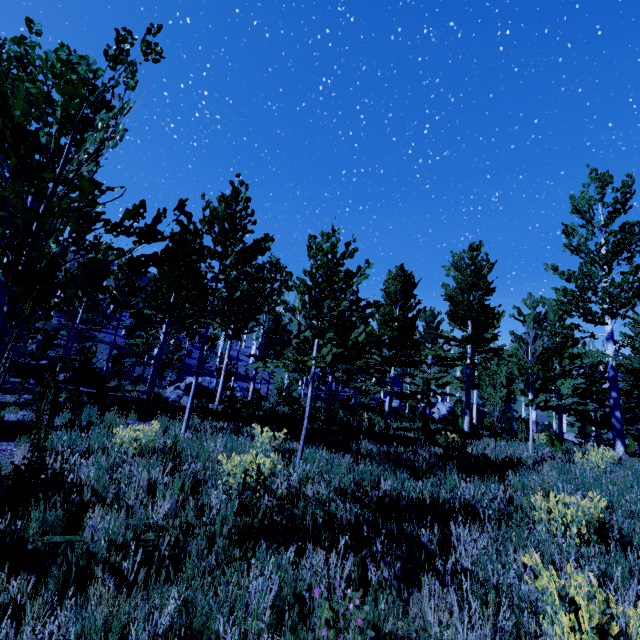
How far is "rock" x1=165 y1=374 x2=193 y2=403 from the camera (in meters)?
13.93

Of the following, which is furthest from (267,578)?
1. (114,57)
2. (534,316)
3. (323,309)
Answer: (534,316)

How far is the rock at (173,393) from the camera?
13.9 meters

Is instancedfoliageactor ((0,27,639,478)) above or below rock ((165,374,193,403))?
above

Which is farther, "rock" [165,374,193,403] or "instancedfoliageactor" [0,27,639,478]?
"rock" [165,374,193,403]

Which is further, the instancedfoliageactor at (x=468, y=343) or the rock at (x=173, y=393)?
the rock at (x=173, y=393)
